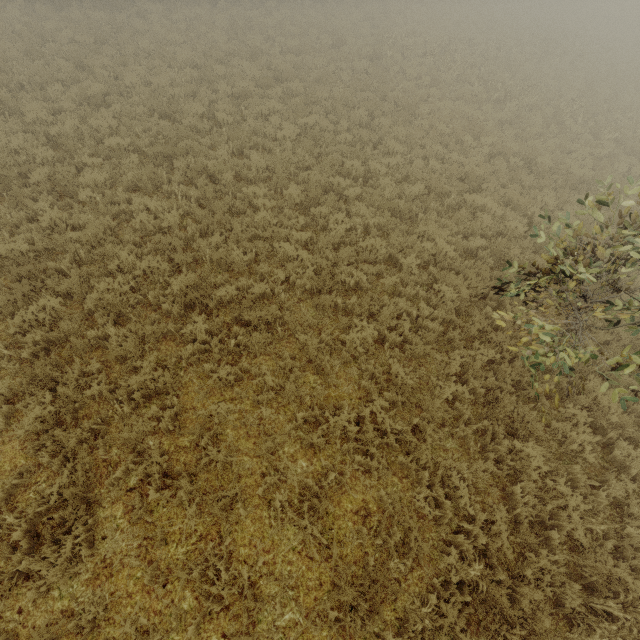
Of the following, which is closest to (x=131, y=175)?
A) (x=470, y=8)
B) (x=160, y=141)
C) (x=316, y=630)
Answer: (x=160, y=141)
